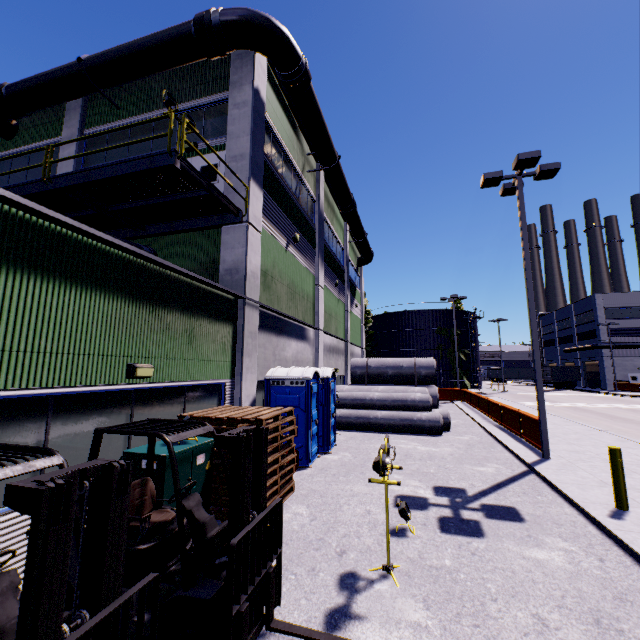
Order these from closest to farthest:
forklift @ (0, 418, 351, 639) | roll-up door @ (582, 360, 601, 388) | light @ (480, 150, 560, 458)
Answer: forklift @ (0, 418, 351, 639)
light @ (480, 150, 560, 458)
roll-up door @ (582, 360, 601, 388)

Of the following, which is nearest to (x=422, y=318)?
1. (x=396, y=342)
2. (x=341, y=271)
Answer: (x=396, y=342)

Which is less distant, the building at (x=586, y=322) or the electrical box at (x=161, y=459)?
the electrical box at (x=161, y=459)

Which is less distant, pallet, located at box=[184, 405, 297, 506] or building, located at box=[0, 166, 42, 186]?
pallet, located at box=[184, 405, 297, 506]

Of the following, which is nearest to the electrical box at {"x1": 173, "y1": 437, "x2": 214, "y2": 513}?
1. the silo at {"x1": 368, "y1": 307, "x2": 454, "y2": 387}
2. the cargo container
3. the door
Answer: the door

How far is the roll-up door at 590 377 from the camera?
52.10m

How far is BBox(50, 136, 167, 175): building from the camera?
12.3m

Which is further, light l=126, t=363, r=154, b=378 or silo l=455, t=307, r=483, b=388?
silo l=455, t=307, r=483, b=388
